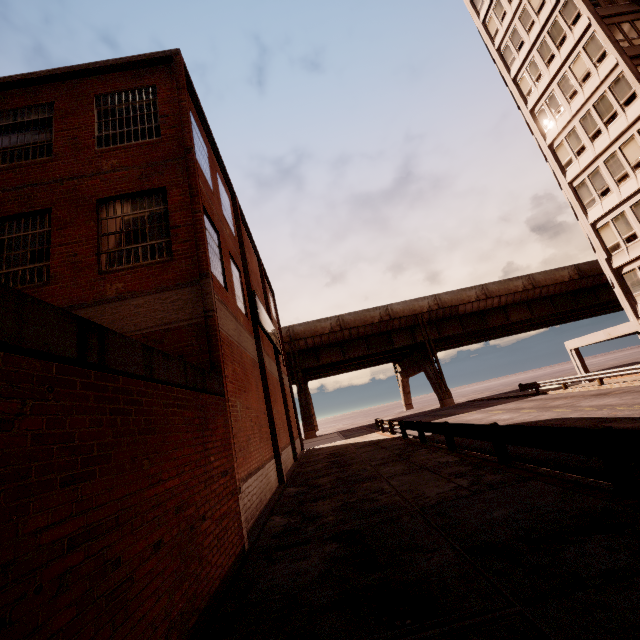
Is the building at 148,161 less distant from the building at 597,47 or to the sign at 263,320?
the sign at 263,320

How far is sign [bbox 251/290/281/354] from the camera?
14.6m

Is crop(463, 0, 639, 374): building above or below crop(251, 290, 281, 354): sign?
above

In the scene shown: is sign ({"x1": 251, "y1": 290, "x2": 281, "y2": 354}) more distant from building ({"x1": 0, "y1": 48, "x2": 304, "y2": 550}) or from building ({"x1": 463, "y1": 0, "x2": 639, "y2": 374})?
building ({"x1": 463, "y1": 0, "x2": 639, "y2": 374})

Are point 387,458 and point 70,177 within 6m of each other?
no

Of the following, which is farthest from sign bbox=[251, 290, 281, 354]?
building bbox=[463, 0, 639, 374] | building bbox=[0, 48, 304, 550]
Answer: building bbox=[463, 0, 639, 374]

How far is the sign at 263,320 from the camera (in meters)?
14.55
